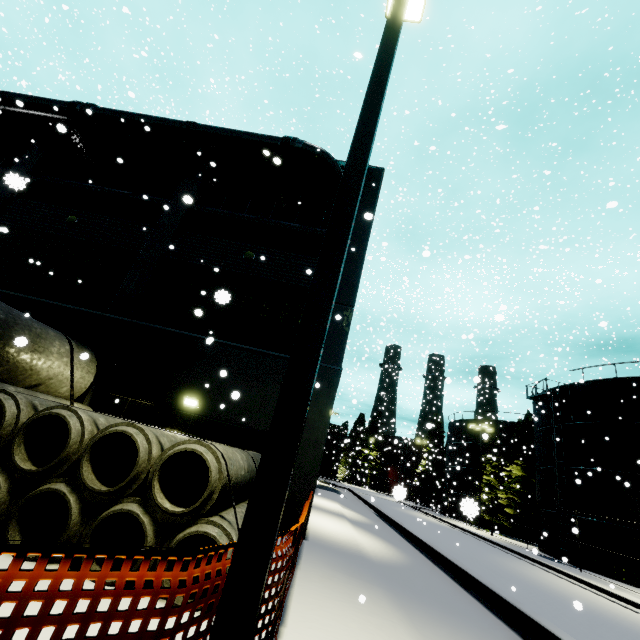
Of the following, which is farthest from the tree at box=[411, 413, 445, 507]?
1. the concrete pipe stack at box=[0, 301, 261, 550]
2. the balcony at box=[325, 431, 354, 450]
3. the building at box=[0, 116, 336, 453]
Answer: the concrete pipe stack at box=[0, 301, 261, 550]

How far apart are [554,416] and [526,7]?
26.5 meters

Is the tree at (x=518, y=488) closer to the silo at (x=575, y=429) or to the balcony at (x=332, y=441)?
the silo at (x=575, y=429)

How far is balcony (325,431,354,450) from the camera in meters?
32.5

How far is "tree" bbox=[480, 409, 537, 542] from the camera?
30.8 meters

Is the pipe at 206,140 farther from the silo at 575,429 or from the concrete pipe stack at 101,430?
the concrete pipe stack at 101,430

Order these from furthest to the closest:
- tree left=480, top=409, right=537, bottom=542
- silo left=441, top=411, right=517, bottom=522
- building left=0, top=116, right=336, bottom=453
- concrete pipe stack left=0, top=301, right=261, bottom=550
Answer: silo left=441, top=411, right=517, bottom=522 → tree left=480, top=409, right=537, bottom=542 → building left=0, top=116, right=336, bottom=453 → concrete pipe stack left=0, top=301, right=261, bottom=550

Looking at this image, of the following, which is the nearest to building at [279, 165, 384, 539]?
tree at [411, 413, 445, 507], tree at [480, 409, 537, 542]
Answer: tree at [480, 409, 537, 542]
